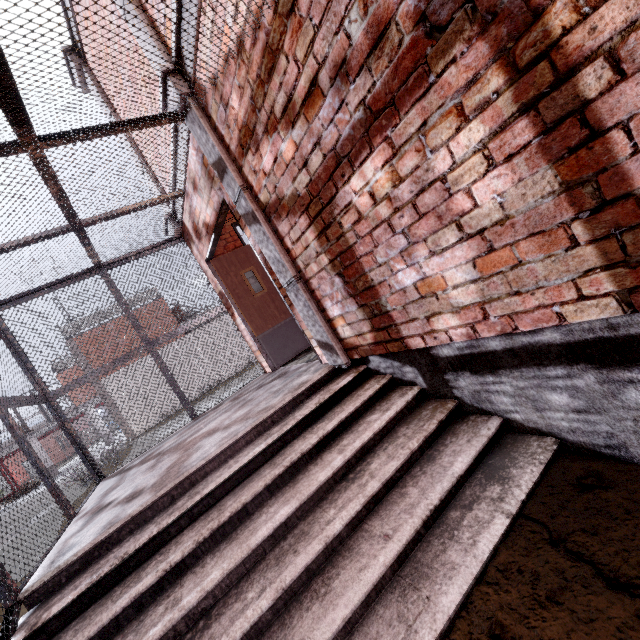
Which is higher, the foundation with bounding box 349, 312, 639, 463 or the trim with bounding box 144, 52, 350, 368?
the trim with bounding box 144, 52, 350, 368

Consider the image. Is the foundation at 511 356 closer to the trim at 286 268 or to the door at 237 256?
the trim at 286 268

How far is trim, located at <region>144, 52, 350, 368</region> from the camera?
3.01m

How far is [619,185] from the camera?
1.1 meters

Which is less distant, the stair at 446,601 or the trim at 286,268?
the stair at 446,601

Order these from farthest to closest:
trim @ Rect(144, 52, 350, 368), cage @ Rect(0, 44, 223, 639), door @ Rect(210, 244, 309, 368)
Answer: door @ Rect(210, 244, 309, 368), trim @ Rect(144, 52, 350, 368), cage @ Rect(0, 44, 223, 639)

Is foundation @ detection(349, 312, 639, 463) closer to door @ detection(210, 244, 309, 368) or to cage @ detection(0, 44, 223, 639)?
cage @ detection(0, 44, 223, 639)

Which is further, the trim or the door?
the door
